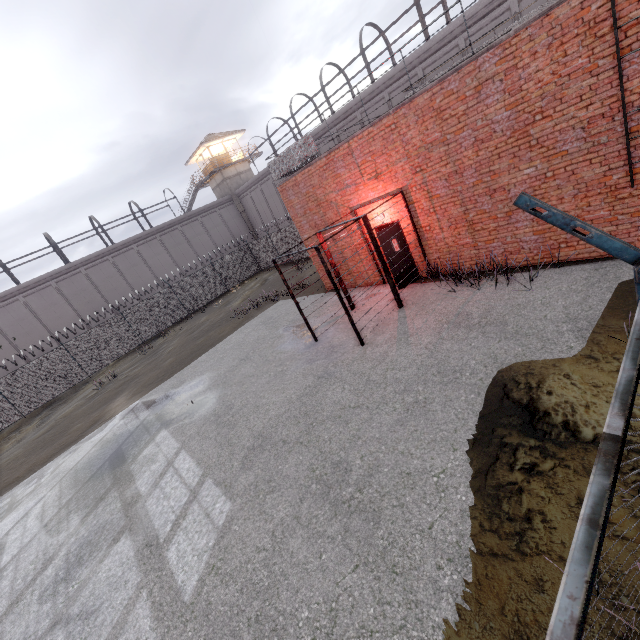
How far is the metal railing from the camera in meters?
11.0 m

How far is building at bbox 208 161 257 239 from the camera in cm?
3744

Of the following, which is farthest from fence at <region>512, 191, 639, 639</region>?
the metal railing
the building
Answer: the building

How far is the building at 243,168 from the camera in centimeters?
3744cm

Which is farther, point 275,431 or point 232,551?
point 275,431

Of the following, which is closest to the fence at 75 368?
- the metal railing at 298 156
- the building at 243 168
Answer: the metal railing at 298 156
